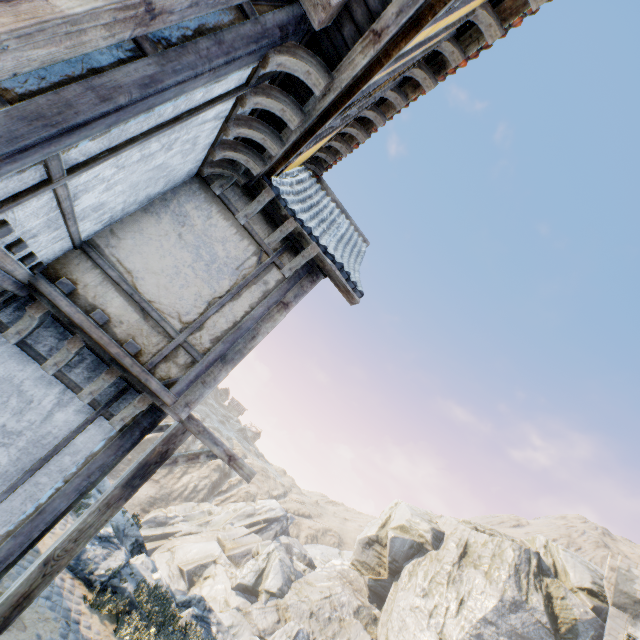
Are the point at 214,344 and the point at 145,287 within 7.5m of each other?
A: yes

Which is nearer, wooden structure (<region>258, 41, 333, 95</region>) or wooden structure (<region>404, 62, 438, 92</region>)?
wooden structure (<region>258, 41, 333, 95</region>)

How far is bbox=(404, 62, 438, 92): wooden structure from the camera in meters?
4.8 m

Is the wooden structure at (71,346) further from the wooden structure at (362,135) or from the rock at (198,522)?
the rock at (198,522)

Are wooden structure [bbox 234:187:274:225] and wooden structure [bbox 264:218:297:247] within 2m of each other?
yes

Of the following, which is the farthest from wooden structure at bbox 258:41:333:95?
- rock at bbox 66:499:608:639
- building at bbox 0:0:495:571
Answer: rock at bbox 66:499:608:639

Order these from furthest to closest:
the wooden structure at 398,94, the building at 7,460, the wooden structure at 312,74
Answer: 1. the wooden structure at 398,94
2. the wooden structure at 312,74
3. the building at 7,460

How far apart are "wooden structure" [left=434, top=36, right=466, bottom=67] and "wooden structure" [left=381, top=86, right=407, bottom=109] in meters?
0.9
